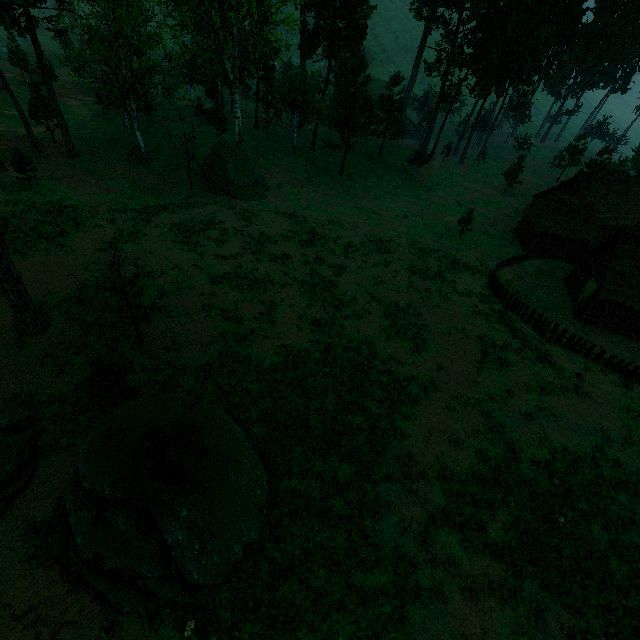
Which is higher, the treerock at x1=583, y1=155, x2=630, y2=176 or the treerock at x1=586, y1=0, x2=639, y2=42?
the treerock at x1=586, y1=0, x2=639, y2=42

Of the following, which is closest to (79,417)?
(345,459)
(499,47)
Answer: (345,459)

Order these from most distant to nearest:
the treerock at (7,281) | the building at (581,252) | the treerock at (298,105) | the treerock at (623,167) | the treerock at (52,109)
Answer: the treerock at (623,167)
the treerock at (298,105)
the building at (581,252)
the treerock at (52,109)
the treerock at (7,281)

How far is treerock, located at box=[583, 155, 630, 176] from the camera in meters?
51.8

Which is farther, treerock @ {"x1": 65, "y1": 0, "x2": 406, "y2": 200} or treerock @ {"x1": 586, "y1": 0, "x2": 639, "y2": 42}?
treerock @ {"x1": 586, "y1": 0, "x2": 639, "y2": 42}

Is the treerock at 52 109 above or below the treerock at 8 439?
above
